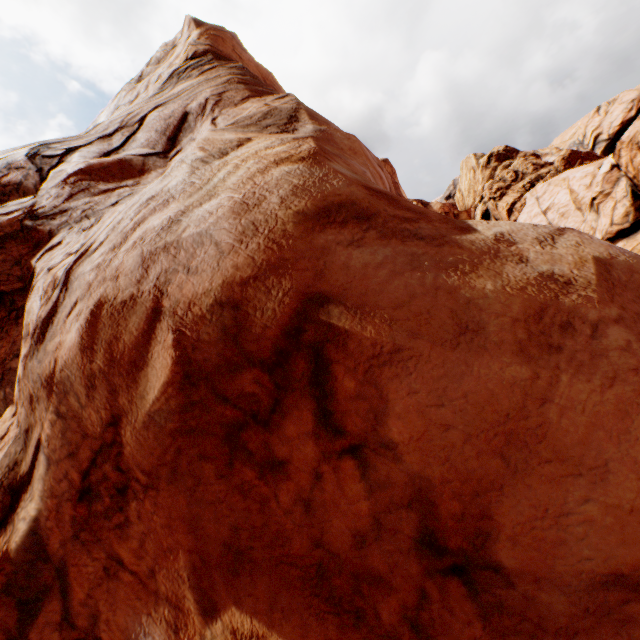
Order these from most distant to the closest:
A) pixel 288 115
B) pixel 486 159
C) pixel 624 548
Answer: pixel 486 159 < pixel 288 115 < pixel 624 548
